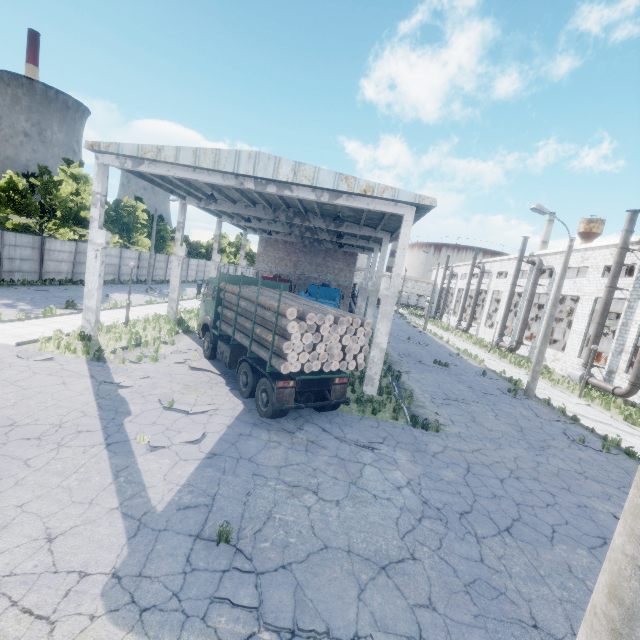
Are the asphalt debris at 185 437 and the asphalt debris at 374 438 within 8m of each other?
yes

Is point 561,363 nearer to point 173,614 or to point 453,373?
point 453,373

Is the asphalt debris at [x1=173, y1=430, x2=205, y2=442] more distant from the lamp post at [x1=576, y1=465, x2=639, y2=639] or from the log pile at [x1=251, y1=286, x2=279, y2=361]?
the lamp post at [x1=576, y1=465, x2=639, y2=639]

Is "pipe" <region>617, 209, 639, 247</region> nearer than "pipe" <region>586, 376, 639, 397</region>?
No

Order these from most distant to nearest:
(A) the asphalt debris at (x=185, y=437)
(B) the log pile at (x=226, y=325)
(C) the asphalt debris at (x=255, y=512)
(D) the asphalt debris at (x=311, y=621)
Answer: (B) the log pile at (x=226, y=325), (A) the asphalt debris at (x=185, y=437), (C) the asphalt debris at (x=255, y=512), (D) the asphalt debris at (x=311, y=621)

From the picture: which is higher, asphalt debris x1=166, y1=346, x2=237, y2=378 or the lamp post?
the lamp post

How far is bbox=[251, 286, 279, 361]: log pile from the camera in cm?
935

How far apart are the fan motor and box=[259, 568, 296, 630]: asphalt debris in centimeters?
2671cm
